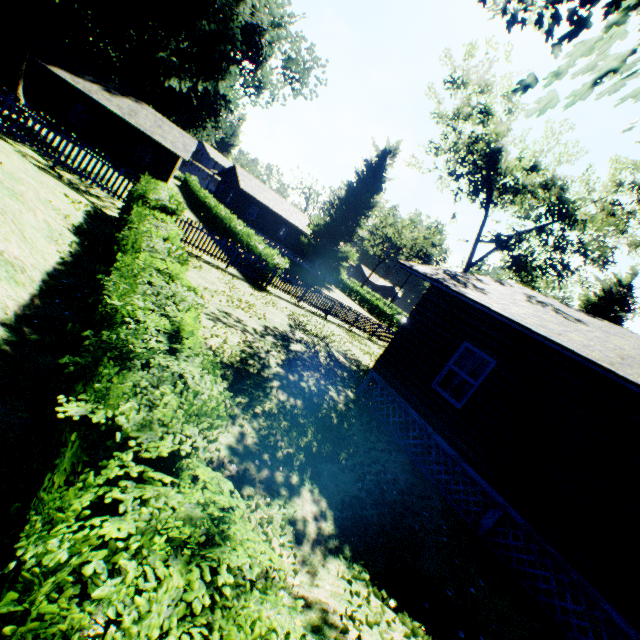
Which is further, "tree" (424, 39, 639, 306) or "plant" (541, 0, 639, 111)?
"tree" (424, 39, 639, 306)

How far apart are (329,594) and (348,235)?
42.26m

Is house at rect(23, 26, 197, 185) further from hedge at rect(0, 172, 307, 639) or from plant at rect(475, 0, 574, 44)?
hedge at rect(0, 172, 307, 639)

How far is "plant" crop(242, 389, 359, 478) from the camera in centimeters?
584cm

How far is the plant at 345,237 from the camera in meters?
41.3

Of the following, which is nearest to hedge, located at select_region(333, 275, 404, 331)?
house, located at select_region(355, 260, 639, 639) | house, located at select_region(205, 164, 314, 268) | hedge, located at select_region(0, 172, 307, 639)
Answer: house, located at select_region(205, 164, 314, 268)

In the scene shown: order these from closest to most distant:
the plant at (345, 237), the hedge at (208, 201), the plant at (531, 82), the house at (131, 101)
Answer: the plant at (531, 82) → the hedge at (208, 201) → the house at (131, 101) → the plant at (345, 237)

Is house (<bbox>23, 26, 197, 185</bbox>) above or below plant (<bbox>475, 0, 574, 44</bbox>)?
below
